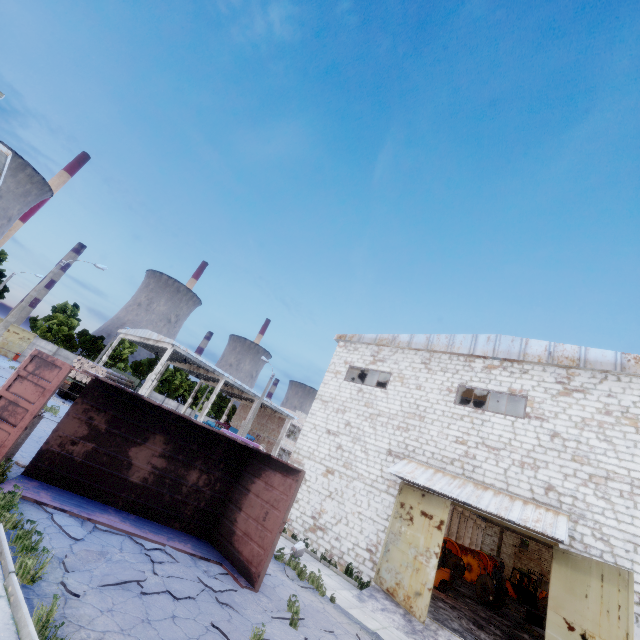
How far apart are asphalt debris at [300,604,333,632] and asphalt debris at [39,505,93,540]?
4.91m

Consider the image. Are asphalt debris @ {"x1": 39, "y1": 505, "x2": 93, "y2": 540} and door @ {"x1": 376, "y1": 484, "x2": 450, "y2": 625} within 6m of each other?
no

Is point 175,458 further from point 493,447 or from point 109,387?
point 493,447

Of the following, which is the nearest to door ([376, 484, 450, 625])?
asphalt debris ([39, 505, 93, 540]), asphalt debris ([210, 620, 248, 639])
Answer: asphalt debris ([210, 620, 248, 639])

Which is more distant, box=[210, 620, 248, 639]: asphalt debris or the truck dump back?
the truck dump back

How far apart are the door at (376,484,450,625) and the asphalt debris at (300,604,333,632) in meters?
4.1 m

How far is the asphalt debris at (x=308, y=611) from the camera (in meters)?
8.12

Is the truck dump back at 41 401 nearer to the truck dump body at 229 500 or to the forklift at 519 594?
the truck dump body at 229 500
